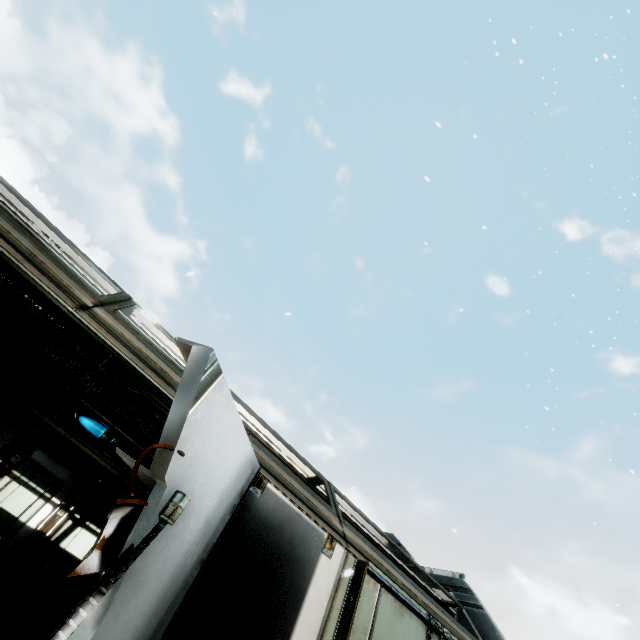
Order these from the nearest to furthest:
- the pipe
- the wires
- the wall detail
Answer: the wires → the wall detail → the pipe

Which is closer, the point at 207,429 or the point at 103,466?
the point at 207,429

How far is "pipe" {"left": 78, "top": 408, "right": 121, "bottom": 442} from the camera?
8.1m

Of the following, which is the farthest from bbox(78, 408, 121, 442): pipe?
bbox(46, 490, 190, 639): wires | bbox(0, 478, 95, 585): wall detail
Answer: bbox(46, 490, 190, 639): wires

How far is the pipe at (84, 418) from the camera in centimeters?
809cm

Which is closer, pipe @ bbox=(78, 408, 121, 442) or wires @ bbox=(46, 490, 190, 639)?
wires @ bbox=(46, 490, 190, 639)

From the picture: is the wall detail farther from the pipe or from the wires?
the wires

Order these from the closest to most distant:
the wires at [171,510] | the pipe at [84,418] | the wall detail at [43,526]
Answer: the wires at [171,510], the wall detail at [43,526], the pipe at [84,418]
